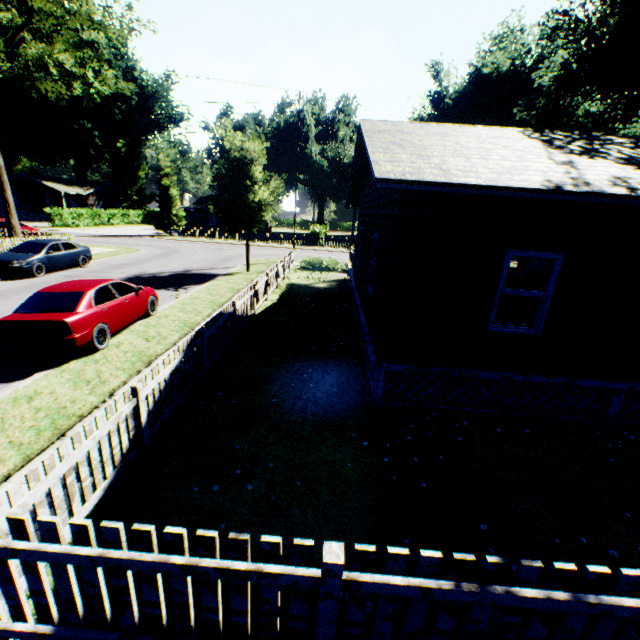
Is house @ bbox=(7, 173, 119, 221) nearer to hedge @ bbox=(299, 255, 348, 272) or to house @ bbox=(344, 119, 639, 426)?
hedge @ bbox=(299, 255, 348, 272)

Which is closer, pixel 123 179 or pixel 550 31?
pixel 550 31

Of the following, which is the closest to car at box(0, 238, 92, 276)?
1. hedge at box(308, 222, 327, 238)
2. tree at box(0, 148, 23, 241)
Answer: tree at box(0, 148, 23, 241)

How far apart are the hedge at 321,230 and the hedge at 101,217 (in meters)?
31.05

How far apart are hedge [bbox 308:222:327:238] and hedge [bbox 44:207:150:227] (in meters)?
31.05

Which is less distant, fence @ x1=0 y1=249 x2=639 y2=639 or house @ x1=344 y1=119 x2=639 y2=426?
fence @ x1=0 y1=249 x2=639 y2=639

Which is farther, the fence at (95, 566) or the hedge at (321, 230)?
the hedge at (321, 230)

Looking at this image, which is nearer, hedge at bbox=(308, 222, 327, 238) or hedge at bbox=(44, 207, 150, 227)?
hedge at bbox=(308, 222, 327, 238)
